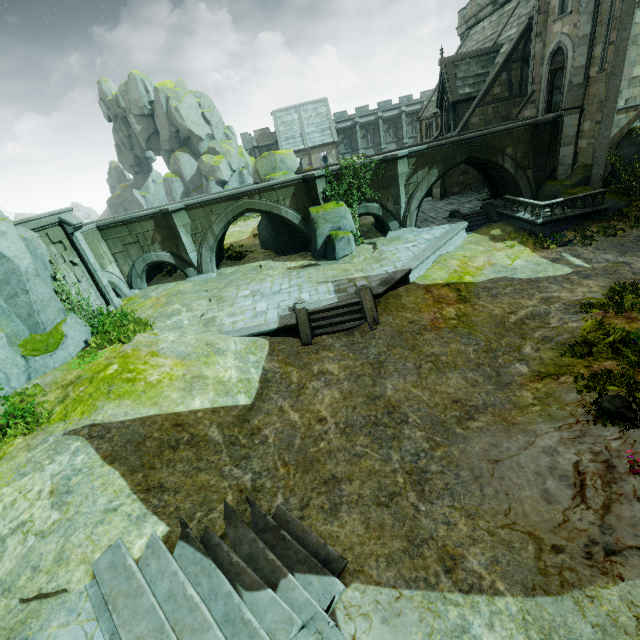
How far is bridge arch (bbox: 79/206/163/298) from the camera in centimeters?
2038cm

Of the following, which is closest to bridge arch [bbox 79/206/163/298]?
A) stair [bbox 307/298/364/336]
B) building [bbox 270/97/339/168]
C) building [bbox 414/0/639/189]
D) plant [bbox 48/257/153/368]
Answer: plant [bbox 48/257/153/368]

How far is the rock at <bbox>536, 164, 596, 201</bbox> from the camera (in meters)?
19.14

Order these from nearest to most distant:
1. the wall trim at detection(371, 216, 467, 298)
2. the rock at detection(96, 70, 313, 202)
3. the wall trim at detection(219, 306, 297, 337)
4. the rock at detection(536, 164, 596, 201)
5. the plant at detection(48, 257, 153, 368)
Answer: the plant at detection(48, 257, 153, 368)
the wall trim at detection(219, 306, 297, 337)
the wall trim at detection(371, 216, 467, 298)
the rock at detection(536, 164, 596, 201)
the rock at detection(96, 70, 313, 202)

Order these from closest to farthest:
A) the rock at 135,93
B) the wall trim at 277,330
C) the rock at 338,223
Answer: the wall trim at 277,330 < the rock at 338,223 < the rock at 135,93

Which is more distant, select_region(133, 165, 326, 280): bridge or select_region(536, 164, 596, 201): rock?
select_region(133, 165, 326, 280): bridge

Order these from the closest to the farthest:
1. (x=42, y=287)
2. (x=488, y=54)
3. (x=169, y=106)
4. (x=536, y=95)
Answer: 1. (x=42, y=287)
2. (x=536, y=95)
3. (x=488, y=54)
4. (x=169, y=106)

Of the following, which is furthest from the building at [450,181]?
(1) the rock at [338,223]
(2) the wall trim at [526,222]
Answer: (1) the rock at [338,223]
